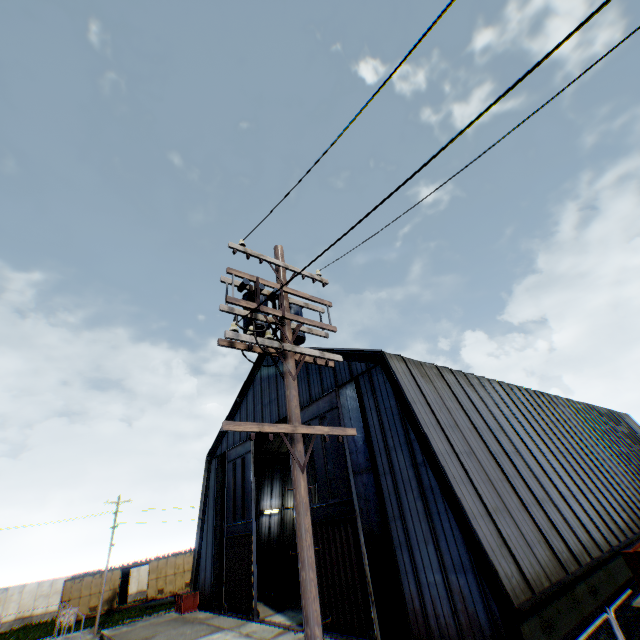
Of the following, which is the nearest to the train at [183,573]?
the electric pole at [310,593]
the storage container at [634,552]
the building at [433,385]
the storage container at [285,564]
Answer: the building at [433,385]

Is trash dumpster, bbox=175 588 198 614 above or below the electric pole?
below

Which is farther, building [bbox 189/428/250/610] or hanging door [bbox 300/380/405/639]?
building [bbox 189/428/250/610]

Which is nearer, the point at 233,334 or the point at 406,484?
the point at 233,334

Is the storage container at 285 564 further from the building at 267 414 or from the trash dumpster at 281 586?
the building at 267 414

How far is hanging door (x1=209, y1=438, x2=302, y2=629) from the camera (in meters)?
19.91

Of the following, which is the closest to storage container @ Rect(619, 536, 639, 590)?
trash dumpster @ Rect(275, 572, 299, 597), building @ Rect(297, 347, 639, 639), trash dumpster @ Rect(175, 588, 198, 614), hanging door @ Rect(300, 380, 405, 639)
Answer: building @ Rect(297, 347, 639, 639)

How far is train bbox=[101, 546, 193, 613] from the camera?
31.98m
